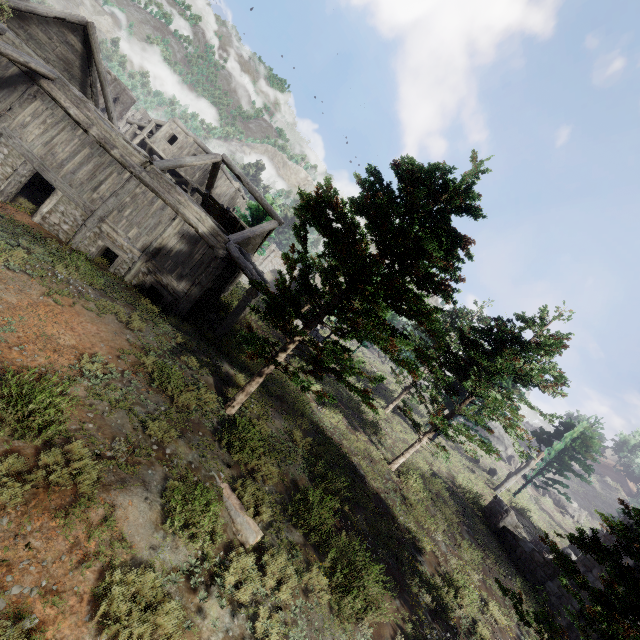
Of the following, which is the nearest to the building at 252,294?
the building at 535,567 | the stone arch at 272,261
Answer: the stone arch at 272,261

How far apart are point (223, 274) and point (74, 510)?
12.9 meters

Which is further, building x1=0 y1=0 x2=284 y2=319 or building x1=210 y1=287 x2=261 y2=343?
building x1=210 y1=287 x2=261 y2=343

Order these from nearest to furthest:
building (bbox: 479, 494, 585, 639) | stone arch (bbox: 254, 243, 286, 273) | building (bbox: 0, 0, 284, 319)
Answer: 1. building (bbox: 0, 0, 284, 319)
2. building (bbox: 479, 494, 585, 639)
3. stone arch (bbox: 254, 243, 286, 273)

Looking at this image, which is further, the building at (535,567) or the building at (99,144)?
the building at (535,567)

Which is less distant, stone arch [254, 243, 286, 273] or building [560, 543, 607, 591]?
building [560, 543, 607, 591]

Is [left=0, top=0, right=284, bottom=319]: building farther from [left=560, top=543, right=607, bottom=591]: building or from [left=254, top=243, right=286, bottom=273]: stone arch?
[left=560, top=543, right=607, bottom=591]: building

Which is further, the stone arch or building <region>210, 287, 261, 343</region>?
the stone arch
